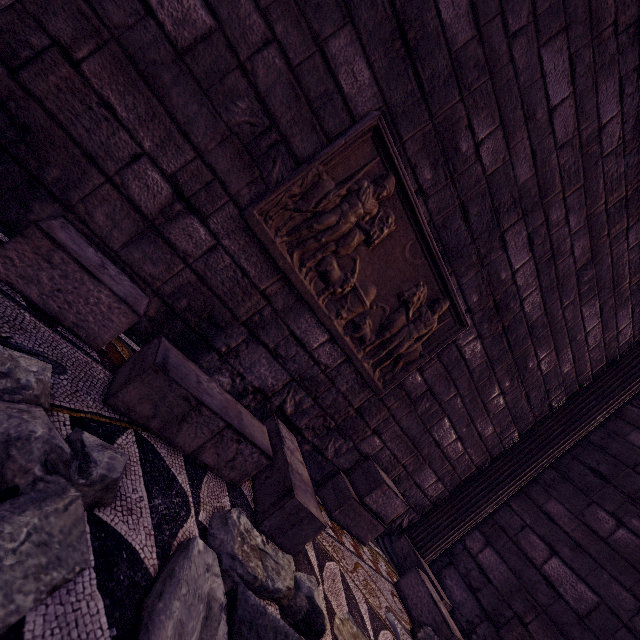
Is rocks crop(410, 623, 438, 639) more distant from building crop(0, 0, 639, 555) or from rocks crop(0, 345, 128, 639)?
rocks crop(0, 345, 128, 639)

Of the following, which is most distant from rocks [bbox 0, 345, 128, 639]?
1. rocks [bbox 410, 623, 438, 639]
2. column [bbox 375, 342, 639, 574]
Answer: column [bbox 375, 342, 639, 574]

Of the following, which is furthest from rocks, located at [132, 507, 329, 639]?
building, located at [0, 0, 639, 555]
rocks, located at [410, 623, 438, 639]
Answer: rocks, located at [410, 623, 438, 639]

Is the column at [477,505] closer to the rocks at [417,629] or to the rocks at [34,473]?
the rocks at [417,629]

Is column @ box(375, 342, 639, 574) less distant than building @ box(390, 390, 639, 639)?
No

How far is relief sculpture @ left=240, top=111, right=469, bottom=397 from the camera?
2.0 meters

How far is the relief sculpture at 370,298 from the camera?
2.0m

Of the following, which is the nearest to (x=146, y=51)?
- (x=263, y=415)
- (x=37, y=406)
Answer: (x=37, y=406)
